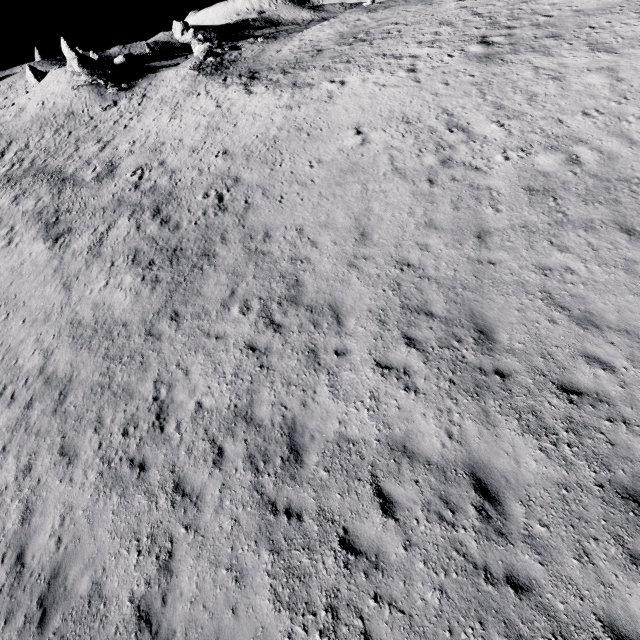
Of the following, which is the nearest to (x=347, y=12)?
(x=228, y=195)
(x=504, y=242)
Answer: (x=228, y=195)

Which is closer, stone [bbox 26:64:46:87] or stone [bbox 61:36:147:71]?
stone [bbox 61:36:147:71]

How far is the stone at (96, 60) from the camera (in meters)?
36.94

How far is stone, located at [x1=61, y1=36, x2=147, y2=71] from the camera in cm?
3694

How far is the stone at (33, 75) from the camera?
45.49m

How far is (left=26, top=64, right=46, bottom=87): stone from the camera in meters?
45.5 m
